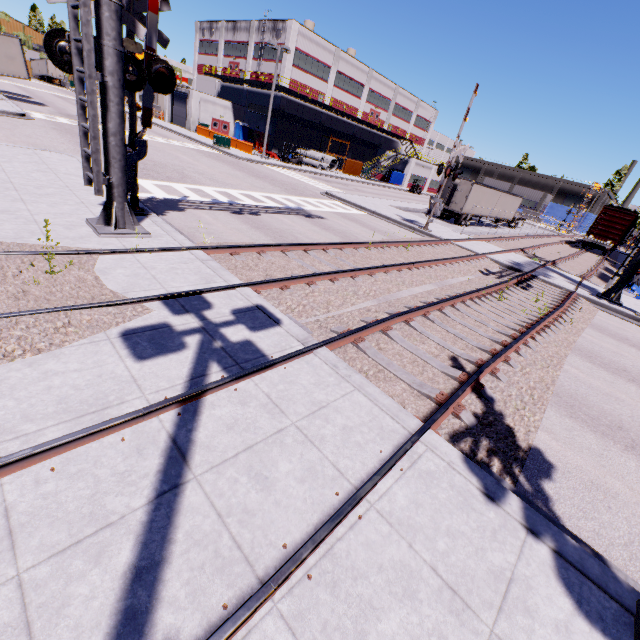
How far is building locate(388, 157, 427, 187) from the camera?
56.62m

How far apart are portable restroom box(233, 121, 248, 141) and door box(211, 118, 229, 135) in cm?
77

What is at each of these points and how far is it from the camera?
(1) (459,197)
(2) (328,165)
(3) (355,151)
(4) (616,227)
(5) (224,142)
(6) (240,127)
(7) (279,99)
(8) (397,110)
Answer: (1) semi trailer door, 29.28m
(2) concrete pipe, 45.34m
(3) building, 56.75m
(4) cargo car, 35.06m
(5) electrical box, 33.88m
(6) portable restroom, 46.84m
(7) building, 42.56m
(8) building, 59.06m

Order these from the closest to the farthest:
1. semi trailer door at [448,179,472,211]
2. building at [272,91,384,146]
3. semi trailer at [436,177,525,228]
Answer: semi trailer door at [448,179,472,211] < semi trailer at [436,177,525,228] < building at [272,91,384,146]

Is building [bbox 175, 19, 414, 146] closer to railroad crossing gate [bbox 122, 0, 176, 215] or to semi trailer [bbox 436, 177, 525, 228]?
semi trailer [bbox 436, 177, 525, 228]

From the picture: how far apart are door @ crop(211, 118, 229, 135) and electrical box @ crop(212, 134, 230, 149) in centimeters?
1419cm

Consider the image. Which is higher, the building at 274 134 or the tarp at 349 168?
the building at 274 134

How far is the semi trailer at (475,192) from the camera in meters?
29.5 m
